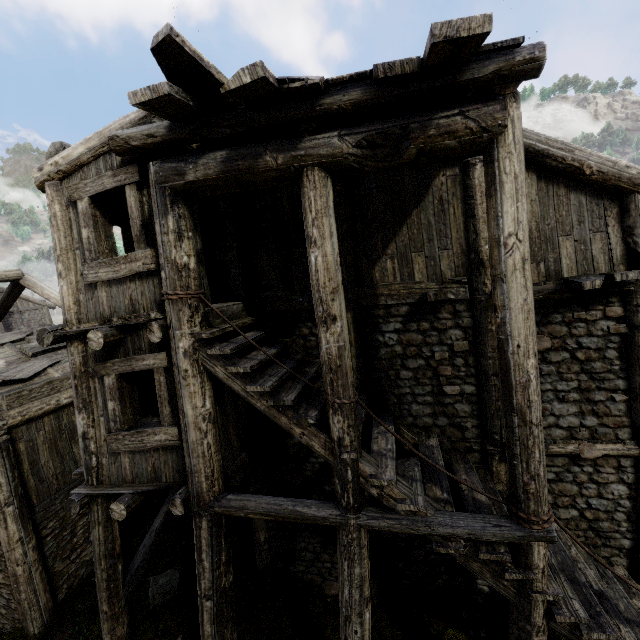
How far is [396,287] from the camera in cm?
611
